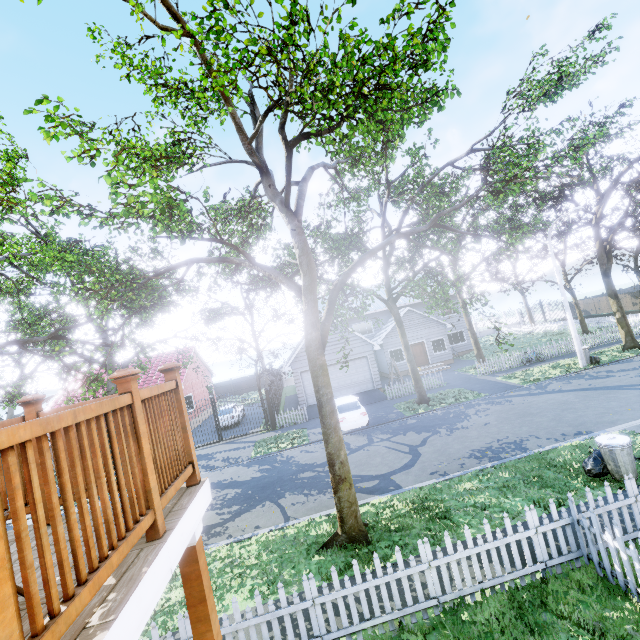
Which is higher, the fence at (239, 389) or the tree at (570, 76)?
the tree at (570, 76)

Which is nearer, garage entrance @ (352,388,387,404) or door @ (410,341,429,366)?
garage entrance @ (352,388,387,404)

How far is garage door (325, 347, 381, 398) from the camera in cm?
2286

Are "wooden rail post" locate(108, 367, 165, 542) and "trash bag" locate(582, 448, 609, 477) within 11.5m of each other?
yes

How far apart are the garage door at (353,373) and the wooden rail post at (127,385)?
20.5m

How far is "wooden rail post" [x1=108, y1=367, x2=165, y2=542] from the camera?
2.0 meters

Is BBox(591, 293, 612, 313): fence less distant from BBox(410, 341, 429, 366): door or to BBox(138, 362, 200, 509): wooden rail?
BBox(138, 362, 200, 509): wooden rail

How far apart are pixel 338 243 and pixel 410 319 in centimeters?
1279cm
